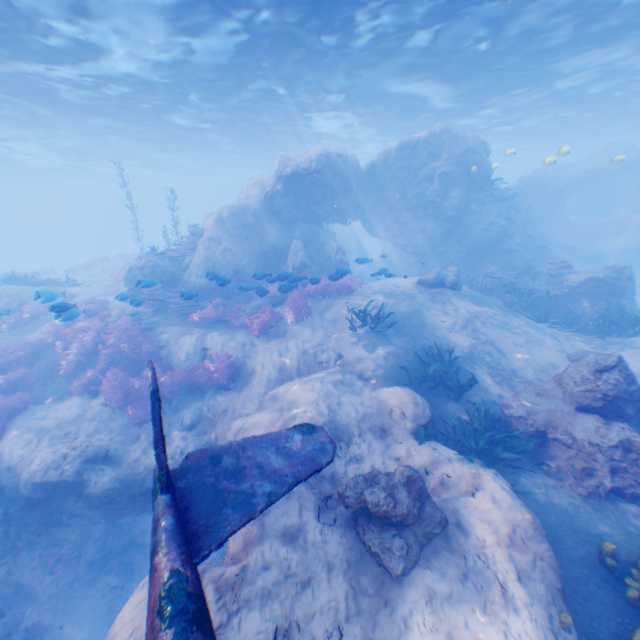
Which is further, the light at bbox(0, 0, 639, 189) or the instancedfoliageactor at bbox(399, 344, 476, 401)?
the light at bbox(0, 0, 639, 189)

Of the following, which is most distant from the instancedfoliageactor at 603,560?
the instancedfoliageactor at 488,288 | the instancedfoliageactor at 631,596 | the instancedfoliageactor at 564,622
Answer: the instancedfoliageactor at 564,622

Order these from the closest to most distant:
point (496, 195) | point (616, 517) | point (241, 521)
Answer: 1. point (241, 521)
2. point (616, 517)
3. point (496, 195)

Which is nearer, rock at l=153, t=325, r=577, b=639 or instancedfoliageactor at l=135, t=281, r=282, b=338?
rock at l=153, t=325, r=577, b=639

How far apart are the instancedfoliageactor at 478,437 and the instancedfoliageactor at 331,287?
7.2 meters

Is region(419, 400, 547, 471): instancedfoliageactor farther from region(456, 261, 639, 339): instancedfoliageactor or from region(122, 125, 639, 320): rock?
region(456, 261, 639, 339): instancedfoliageactor

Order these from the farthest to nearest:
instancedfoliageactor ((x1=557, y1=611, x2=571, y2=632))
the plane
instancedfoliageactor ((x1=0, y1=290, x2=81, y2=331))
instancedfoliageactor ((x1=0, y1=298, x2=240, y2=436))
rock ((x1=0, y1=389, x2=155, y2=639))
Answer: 1. instancedfoliageactor ((x1=0, y1=298, x2=240, y2=436))
2. instancedfoliageactor ((x1=0, y1=290, x2=81, y2=331))
3. rock ((x1=0, y1=389, x2=155, y2=639))
4. instancedfoliageactor ((x1=557, y1=611, x2=571, y2=632))
5. the plane

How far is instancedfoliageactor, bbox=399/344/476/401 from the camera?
8.7m
